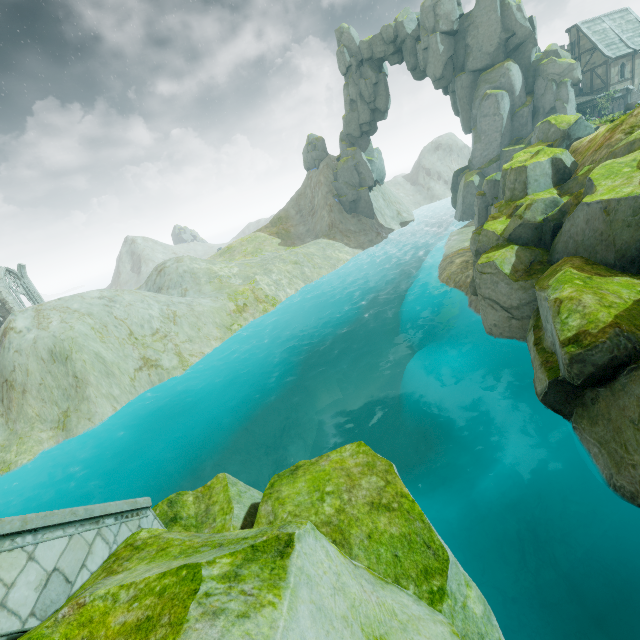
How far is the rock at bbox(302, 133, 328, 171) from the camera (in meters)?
56.03

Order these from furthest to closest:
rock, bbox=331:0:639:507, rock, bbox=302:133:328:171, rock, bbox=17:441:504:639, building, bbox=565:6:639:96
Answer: rock, bbox=302:133:328:171
building, bbox=565:6:639:96
rock, bbox=331:0:639:507
rock, bbox=17:441:504:639

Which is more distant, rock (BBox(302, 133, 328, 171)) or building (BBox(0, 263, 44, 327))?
rock (BBox(302, 133, 328, 171))

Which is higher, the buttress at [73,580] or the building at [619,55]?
the building at [619,55]

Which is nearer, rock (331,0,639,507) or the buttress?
the buttress

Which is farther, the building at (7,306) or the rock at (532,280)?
the building at (7,306)

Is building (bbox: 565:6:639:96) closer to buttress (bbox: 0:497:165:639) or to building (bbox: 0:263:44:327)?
buttress (bbox: 0:497:165:639)

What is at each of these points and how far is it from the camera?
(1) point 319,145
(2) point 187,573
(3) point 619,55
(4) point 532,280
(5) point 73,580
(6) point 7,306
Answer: (1) rock, 56.0m
(2) rock, 3.5m
(3) building, 42.0m
(4) rock, 15.0m
(5) buttress, 4.1m
(6) building, 41.5m
